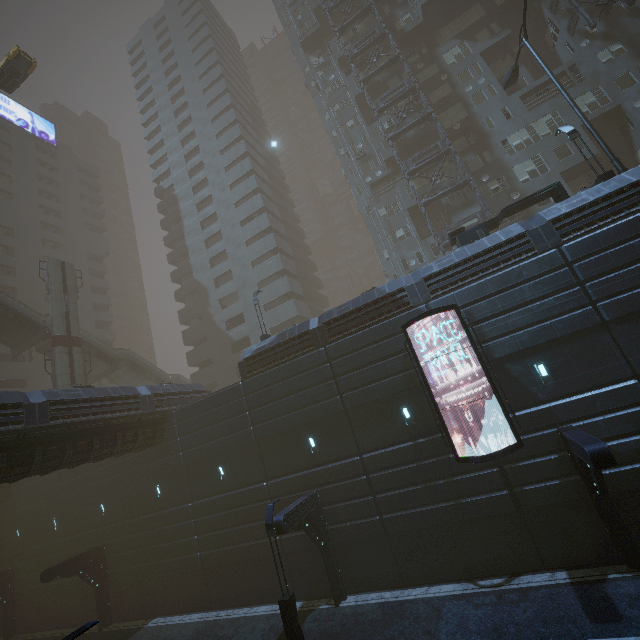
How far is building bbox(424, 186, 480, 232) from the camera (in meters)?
28.06

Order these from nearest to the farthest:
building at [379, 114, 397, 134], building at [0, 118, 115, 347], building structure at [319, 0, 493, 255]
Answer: building structure at [319, 0, 493, 255] → building at [379, 114, 397, 134] → building at [0, 118, 115, 347]

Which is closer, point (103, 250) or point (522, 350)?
point (522, 350)

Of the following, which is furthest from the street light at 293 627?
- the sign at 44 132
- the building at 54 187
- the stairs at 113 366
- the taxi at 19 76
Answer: the sign at 44 132

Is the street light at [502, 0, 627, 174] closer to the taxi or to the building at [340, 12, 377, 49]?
the building at [340, 12, 377, 49]

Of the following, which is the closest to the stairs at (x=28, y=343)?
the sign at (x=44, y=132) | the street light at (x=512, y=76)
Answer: the sign at (x=44, y=132)
